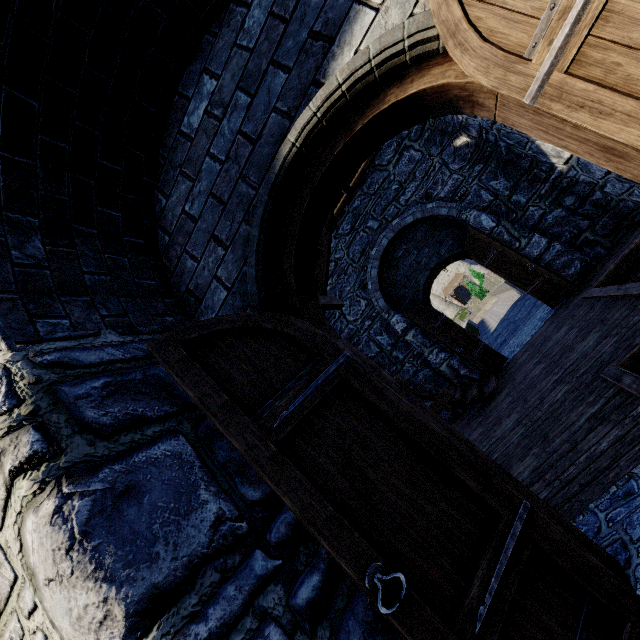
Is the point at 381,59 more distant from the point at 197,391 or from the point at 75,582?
the point at 75,582

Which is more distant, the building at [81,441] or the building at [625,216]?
the building at [625,216]

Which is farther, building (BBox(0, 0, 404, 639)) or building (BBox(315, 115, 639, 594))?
building (BBox(315, 115, 639, 594))
